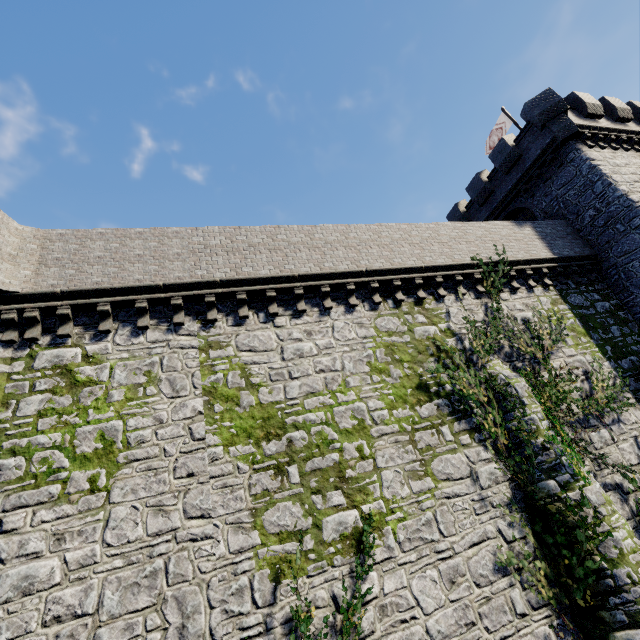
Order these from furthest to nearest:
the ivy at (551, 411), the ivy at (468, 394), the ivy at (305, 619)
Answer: the ivy at (551, 411) < the ivy at (468, 394) < the ivy at (305, 619)

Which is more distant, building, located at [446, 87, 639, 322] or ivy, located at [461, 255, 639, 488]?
building, located at [446, 87, 639, 322]

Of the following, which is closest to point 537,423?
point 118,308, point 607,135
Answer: point 118,308

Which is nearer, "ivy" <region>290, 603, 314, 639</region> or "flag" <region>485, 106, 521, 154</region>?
"ivy" <region>290, 603, 314, 639</region>

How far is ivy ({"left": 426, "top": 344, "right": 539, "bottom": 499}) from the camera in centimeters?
970cm

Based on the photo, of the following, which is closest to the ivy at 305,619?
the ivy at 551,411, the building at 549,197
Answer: the ivy at 551,411

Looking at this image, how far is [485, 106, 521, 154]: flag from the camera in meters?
22.0

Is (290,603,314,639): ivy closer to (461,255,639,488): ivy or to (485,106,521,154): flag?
(461,255,639,488): ivy
